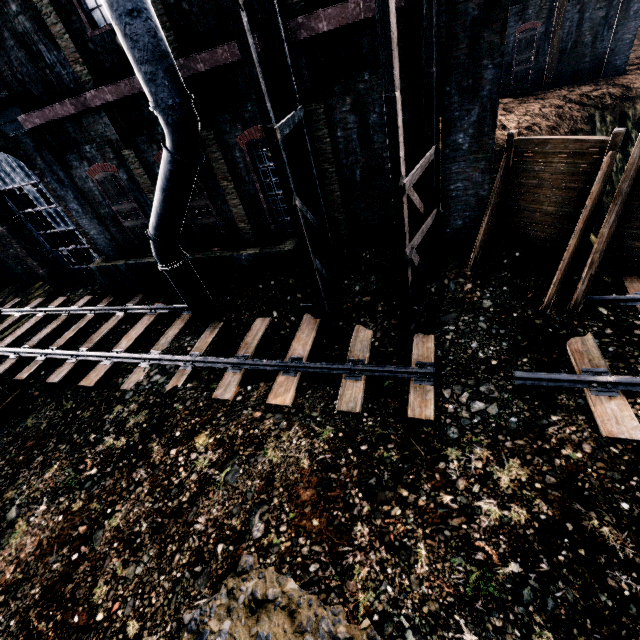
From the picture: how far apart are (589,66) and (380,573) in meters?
28.2

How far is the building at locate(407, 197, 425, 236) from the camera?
10.4m

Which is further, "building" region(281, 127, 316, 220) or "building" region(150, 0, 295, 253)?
"building" region(281, 127, 316, 220)

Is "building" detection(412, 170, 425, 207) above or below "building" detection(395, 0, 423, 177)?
below

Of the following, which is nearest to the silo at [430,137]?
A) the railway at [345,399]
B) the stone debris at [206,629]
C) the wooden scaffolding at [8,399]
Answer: the railway at [345,399]

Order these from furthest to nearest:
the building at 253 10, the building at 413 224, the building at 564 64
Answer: the building at 413 224
the building at 253 10
the building at 564 64

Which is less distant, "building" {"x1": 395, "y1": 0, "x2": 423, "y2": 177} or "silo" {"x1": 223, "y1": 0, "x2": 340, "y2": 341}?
"silo" {"x1": 223, "y1": 0, "x2": 340, "y2": 341}
